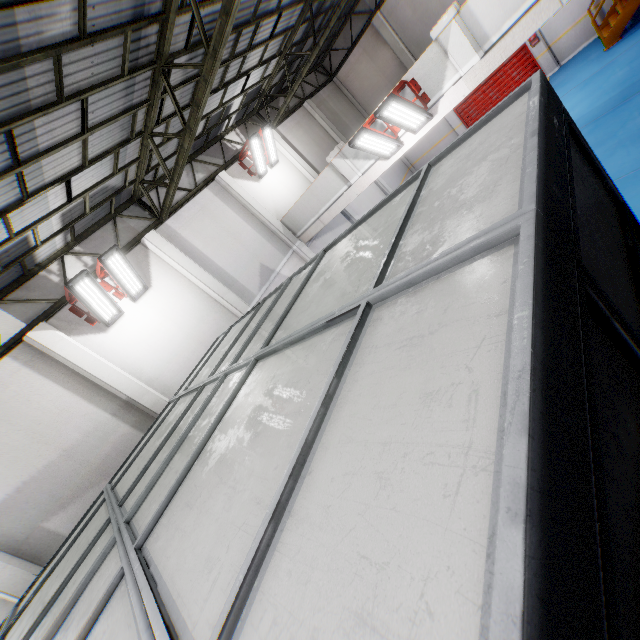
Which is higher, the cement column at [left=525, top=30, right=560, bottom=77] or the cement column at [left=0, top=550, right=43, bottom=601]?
the cement column at [left=0, top=550, right=43, bottom=601]

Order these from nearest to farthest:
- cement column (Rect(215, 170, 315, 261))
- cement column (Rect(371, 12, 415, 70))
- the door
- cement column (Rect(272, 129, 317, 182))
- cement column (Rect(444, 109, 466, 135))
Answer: cement column (Rect(215, 170, 315, 261)) < cement column (Rect(272, 129, 317, 182)) < the door < cement column (Rect(371, 12, 415, 70)) < cement column (Rect(444, 109, 466, 135))

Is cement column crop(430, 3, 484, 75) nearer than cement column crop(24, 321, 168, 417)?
Yes

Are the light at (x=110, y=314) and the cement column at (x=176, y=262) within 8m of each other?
yes

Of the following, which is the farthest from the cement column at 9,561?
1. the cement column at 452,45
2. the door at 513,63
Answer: the door at 513,63

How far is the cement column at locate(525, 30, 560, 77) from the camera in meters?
14.6

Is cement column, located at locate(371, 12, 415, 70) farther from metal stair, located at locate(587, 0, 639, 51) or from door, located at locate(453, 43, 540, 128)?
metal stair, located at locate(587, 0, 639, 51)

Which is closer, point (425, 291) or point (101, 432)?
point (425, 291)
